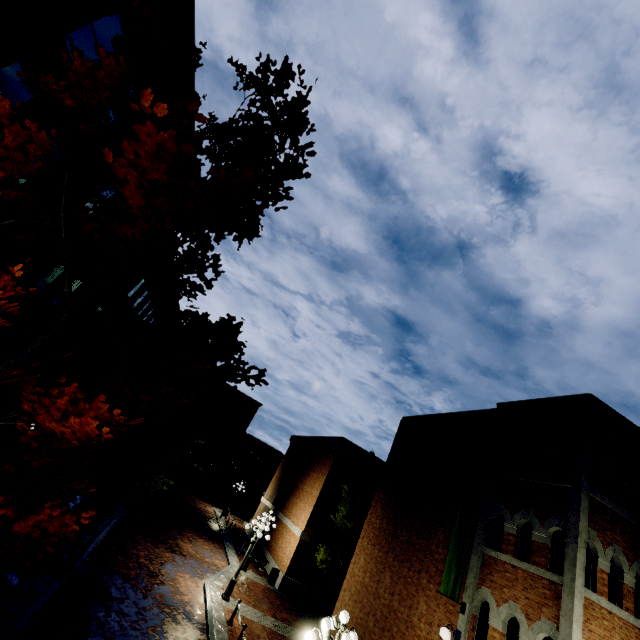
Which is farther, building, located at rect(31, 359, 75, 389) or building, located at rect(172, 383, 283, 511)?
building, located at rect(172, 383, 283, 511)

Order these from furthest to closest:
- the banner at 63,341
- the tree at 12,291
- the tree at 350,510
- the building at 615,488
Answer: the tree at 350,510
the banner at 63,341
the building at 615,488
the tree at 12,291

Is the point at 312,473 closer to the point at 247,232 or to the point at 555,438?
the point at 555,438

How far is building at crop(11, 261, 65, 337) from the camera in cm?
1101

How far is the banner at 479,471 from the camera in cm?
1005

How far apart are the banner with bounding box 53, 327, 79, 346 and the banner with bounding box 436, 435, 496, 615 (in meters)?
16.38

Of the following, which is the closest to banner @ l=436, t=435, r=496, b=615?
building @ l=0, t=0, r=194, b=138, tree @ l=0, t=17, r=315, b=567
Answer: tree @ l=0, t=17, r=315, b=567

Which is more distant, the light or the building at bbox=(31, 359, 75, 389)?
the building at bbox=(31, 359, 75, 389)
